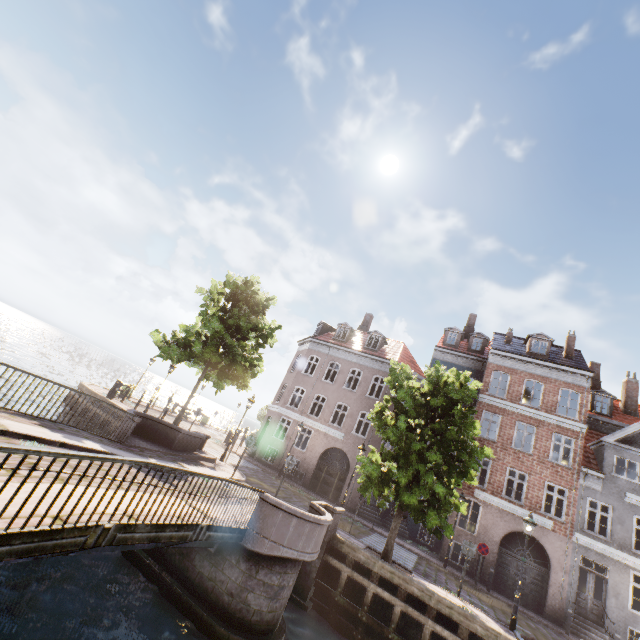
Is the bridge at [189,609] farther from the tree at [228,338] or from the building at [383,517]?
the building at [383,517]

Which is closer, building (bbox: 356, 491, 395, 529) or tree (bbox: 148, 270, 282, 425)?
tree (bbox: 148, 270, 282, 425)

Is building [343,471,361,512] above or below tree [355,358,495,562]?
below

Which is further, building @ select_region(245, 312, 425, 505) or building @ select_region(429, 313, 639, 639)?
building @ select_region(245, 312, 425, 505)

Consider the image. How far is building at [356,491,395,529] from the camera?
21.55m

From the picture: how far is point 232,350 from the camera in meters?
18.4 m
